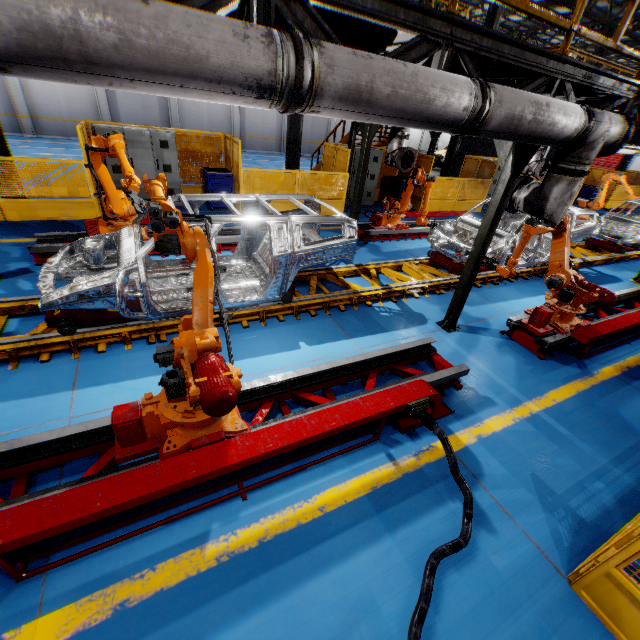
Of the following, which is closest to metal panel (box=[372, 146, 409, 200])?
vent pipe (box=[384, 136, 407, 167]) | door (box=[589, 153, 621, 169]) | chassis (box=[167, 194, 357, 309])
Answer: vent pipe (box=[384, 136, 407, 167])

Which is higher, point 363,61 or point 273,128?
point 363,61

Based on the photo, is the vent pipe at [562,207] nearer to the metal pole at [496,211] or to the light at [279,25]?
the metal pole at [496,211]

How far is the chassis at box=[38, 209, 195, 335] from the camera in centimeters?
416cm

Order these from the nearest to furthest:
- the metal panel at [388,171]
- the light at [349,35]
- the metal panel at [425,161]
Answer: the light at [349,35] → the metal panel at [425,161] → the metal panel at [388,171]

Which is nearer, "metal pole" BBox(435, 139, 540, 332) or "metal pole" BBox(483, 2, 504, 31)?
"metal pole" BBox(435, 139, 540, 332)

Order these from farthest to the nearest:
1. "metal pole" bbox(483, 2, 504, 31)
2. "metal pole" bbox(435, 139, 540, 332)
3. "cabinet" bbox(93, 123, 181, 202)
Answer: "metal pole" bbox(483, 2, 504, 31) < "cabinet" bbox(93, 123, 181, 202) < "metal pole" bbox(435, 139, 540, 332)

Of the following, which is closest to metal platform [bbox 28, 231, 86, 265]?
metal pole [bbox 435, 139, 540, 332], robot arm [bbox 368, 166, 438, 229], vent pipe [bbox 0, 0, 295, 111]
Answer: robot arm [bbox 368, 166, 438, 229]
